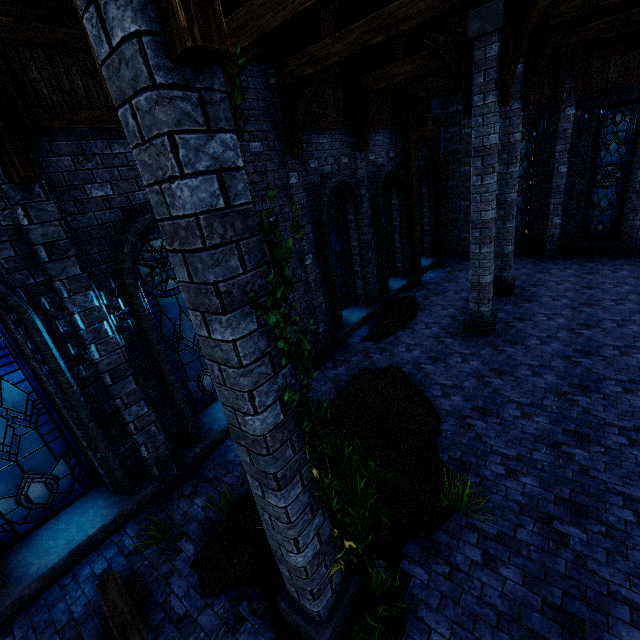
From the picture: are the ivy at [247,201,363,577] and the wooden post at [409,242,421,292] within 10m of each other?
no

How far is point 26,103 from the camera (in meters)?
3.87

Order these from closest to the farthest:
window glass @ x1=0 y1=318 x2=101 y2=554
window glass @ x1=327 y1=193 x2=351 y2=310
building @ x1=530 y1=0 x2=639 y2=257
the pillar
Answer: the pillar < window glass @ x1=0 y1=318 x2=101 y2=554 < building @ x1=530 y1=0 x2=639 y2=257 < window glass @ x1=327 y1=193 x2=351 y2=310

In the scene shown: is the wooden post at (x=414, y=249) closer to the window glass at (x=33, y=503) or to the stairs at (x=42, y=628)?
the stairs at (x=42, y=628)

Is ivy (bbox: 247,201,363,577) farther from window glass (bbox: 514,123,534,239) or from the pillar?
window glass (bbox: 514,123,534,239)

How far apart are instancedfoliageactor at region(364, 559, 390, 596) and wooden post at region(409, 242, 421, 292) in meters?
10.5 m

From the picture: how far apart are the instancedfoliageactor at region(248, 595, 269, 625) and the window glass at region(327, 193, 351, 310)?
6.9m

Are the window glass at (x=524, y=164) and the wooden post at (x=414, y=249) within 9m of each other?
yes
